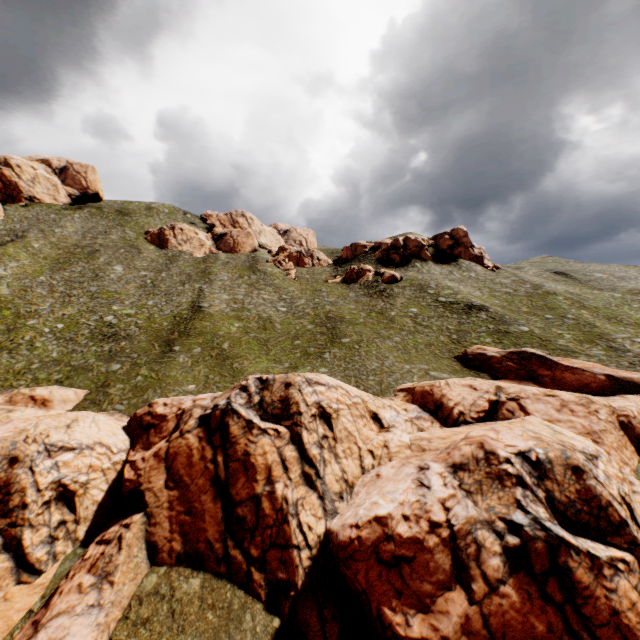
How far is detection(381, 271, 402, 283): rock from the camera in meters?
57.5 m

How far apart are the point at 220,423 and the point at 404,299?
39.3m

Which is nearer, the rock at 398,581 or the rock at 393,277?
the rock at 398,581

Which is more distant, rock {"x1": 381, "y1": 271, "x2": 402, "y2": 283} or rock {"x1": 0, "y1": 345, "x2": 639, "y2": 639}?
rock {"x1": 381, "y1": 271, "x2": 402, "y2": 283}

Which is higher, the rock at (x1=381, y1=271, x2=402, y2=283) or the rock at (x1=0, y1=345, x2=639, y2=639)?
the rock at (x1=381, y1=271, x2=402, y2=283)

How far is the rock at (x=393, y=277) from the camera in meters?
57.5
